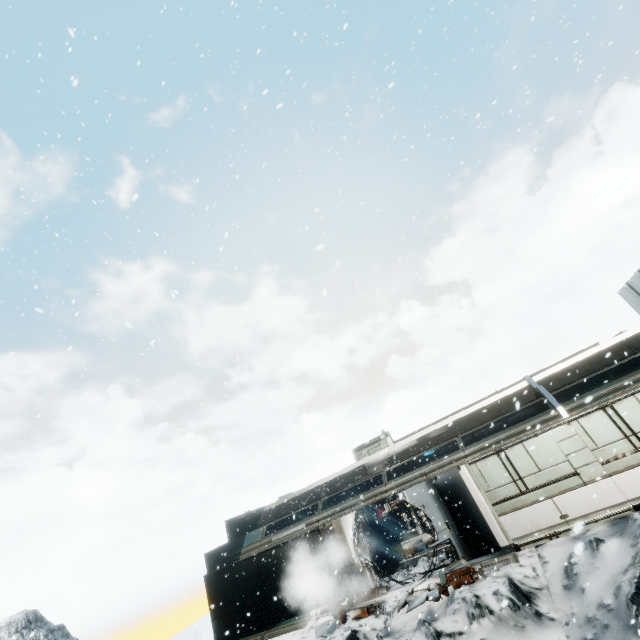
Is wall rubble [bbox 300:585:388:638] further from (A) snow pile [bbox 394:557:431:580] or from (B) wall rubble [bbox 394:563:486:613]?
(B) wall rubble [bbox 394:563:486:613]

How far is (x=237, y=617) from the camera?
14.78m

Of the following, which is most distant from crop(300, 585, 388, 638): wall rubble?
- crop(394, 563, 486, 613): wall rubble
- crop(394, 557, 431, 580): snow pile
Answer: crop(394, 563, 486, 613): wall rubble

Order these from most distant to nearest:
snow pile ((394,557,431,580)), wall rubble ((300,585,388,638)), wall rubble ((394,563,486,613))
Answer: snow pile ((394,557,431,580))
wall rubble ((300,585,388,638))
wall rubble ((394,563,486,613))

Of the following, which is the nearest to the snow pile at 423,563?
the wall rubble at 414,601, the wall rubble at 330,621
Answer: the wall rubble at 330,621

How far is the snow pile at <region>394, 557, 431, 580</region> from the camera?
12.06m
